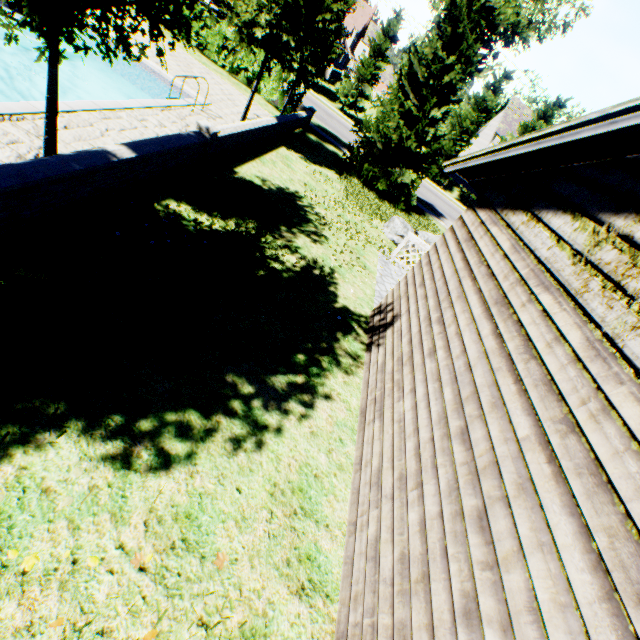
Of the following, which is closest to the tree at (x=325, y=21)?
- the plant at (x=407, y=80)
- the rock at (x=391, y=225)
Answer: the plant at (x=407, y=80)

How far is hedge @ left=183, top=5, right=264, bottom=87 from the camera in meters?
16.2 m

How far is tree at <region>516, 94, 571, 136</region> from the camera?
29.1m

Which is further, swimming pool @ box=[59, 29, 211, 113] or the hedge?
the hedge

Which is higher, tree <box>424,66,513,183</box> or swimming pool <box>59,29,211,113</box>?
tree <box>424,66,513,183</box>

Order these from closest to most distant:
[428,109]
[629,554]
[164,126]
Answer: [629,554] < [164,126] < [428,109]

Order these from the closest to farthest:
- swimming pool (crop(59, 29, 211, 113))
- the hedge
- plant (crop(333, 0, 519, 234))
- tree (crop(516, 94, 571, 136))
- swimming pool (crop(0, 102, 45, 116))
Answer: swimming pool (crop(0, 102, 45, 116))
swimming pool (crop(59, 29, 211, 113))
plant (crop(333, 0, 519, 234))
the hedge
tree (crop(516, 94, 571, 136))

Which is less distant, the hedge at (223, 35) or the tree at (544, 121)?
the hedge at (223, 35)
